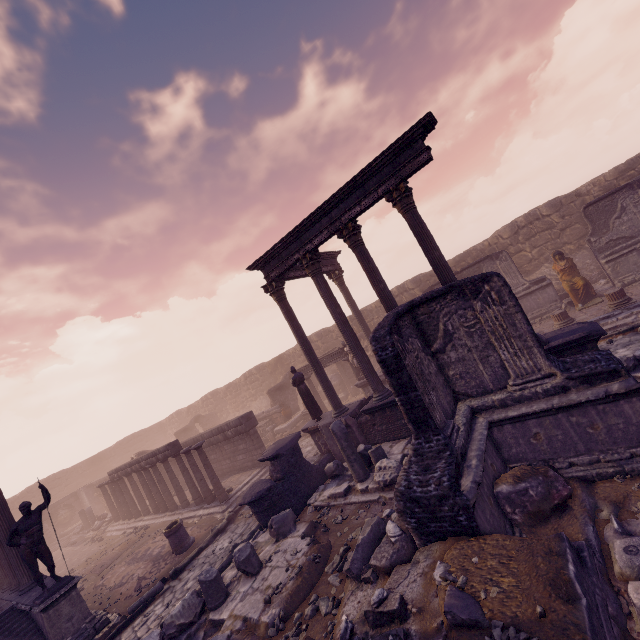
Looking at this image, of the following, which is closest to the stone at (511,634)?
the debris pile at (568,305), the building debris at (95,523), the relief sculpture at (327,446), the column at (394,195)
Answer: the column at (394,195)

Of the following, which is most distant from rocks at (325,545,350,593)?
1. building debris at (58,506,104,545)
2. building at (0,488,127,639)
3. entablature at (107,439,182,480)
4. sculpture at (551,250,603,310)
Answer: building debris at (58,506,104,545)

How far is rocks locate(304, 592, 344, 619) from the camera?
5.3 meters

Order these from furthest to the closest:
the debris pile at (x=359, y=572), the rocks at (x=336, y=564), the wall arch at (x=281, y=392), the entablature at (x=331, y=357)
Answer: the wall arch at (x=281, y=392) < the entablature at (x=331, y=357) < the rocks at (x=336, y=564) < the debris pile at (x=359, y=572)

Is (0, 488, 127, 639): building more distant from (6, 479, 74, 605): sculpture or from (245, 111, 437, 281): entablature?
(245, 111, 437, 281): entablature

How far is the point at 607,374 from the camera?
5.09m

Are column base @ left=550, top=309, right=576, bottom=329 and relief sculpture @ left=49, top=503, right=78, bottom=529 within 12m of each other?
no

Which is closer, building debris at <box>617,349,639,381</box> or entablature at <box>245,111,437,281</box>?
building debris at <box>617,349,639,381</box>
